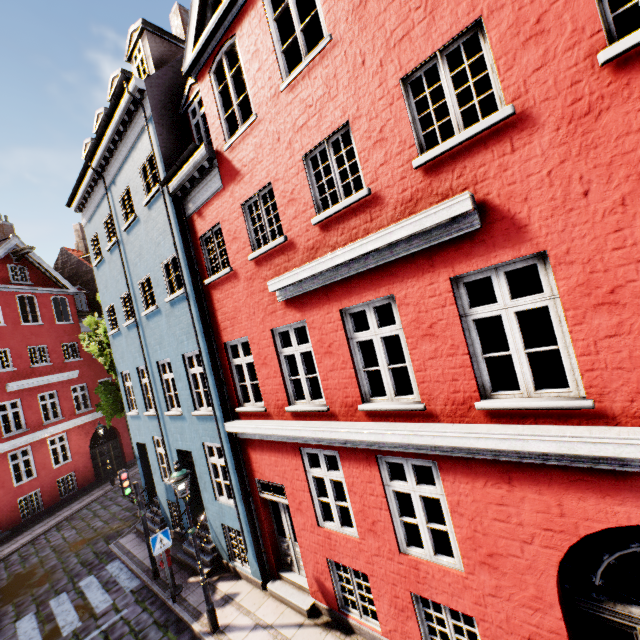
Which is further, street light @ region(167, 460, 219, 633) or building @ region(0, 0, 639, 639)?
street light @ region(167, 460, 219, 633)

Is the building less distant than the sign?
Yes

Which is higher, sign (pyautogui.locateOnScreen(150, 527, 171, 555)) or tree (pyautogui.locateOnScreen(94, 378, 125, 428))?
tree (pyautogui.locateOnScreen(94, 378, 125, 428))

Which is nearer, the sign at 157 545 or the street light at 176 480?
the street light at 176 480

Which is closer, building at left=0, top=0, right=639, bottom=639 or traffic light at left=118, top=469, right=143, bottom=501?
building at left=0, top=0, right=639, bottom=639

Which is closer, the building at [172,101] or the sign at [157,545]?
Answer: the building at [172,101]

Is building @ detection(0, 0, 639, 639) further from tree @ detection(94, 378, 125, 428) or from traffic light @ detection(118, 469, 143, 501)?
tree @ detection(94, 378, 125, 428)

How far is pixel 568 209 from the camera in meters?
3.5 m
